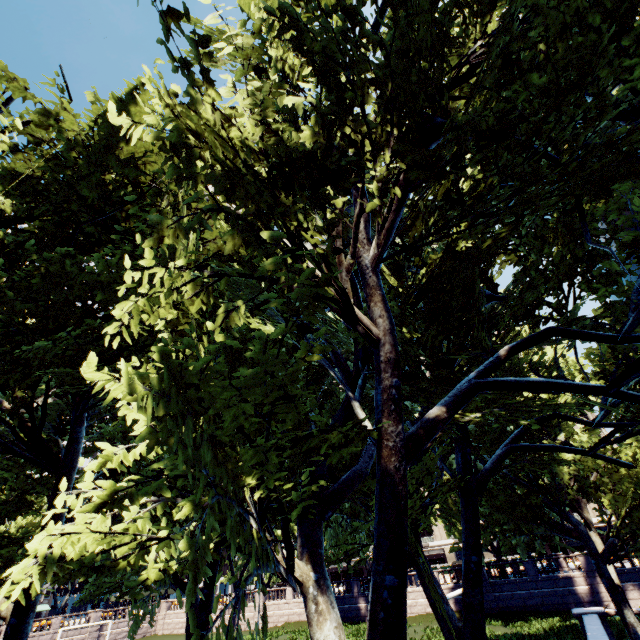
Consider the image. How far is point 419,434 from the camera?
6.4 meters
